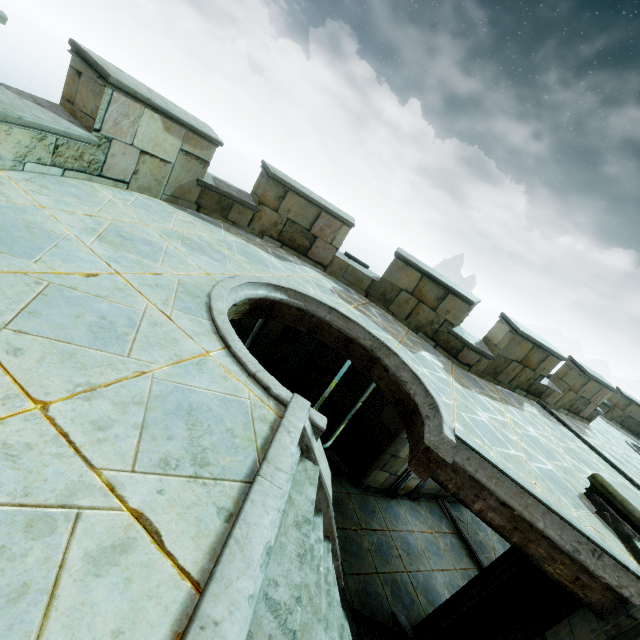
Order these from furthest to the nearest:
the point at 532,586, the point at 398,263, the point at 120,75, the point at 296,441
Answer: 1. the point at 398,263
2. the point at 532,586
3. the point at 120,75
4. the point at 296,441
